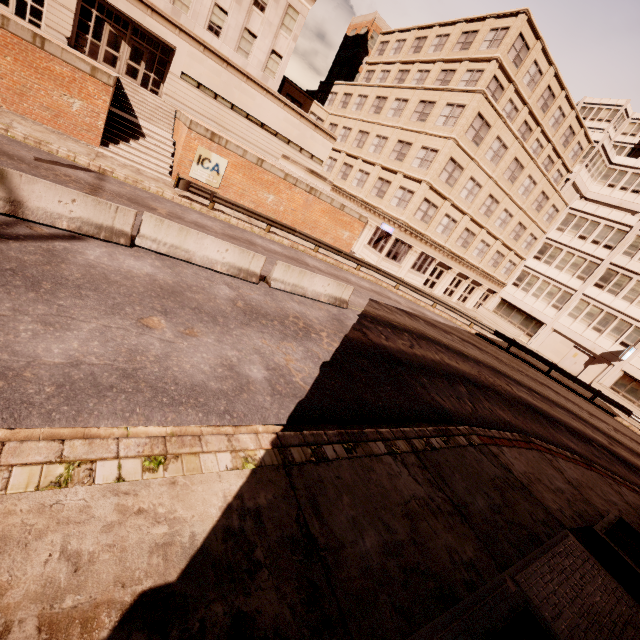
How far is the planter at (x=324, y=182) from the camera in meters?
22.5

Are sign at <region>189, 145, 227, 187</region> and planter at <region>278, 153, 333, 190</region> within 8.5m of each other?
yes

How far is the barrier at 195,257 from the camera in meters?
9.5 m

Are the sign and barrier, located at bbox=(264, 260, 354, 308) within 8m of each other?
no

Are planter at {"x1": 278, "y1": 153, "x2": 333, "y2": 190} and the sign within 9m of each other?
yes

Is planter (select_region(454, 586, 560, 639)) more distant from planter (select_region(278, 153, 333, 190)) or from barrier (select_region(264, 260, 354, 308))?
planter (select_region(278, 153, 333, 190))

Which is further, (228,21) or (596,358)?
(596,358)

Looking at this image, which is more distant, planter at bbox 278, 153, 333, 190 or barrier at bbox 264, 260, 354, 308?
planter at bbox 278, 153, 333, 190
